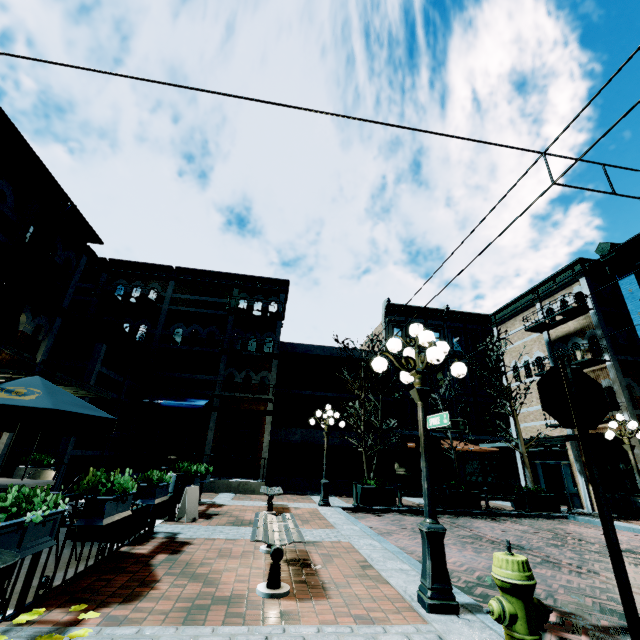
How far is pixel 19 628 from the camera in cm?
293

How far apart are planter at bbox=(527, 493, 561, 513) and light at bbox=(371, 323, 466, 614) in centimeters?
1238cm

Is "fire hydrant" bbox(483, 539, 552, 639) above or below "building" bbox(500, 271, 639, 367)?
below

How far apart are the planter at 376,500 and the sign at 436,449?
8.8m

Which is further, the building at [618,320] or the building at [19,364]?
the building at [618,320]

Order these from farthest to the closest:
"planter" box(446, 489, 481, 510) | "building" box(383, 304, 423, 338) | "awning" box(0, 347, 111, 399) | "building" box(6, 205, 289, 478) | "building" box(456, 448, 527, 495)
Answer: "building" box(383, 304, 423, 338) < "building" box(456, 448, 527, 495) < "planter" box(446, 489, 481, 510) < "building" box(6, 205, 289, 478) < "awning" box(0, 347, 111, 399)

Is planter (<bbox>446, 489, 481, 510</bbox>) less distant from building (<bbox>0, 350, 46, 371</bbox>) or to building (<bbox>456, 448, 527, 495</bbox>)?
building (<bbox>456, 448, 527, 495</bbox>)

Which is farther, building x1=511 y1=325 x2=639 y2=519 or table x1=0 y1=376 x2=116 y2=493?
building x1=511 y1=325 x2=639 y2=519
